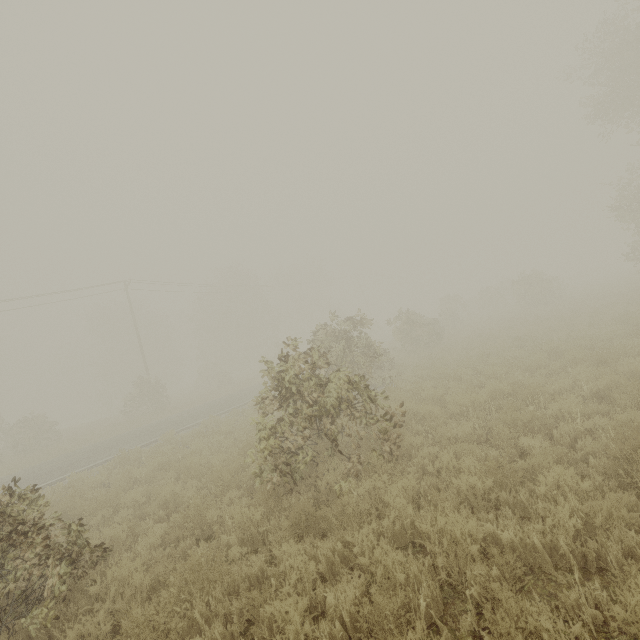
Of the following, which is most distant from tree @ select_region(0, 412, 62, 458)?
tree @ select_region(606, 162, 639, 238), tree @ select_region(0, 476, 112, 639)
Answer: tree @ select_region(0, 476, 112, 639)

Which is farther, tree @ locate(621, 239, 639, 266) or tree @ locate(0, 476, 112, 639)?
tree @ locate(621, 239, 639, 266)

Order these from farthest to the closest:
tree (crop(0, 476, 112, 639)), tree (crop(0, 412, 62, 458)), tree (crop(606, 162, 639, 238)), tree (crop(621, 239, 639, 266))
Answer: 1. tree (crop(0, 412, 62, 458))
2. tree (crop(621, 239, 639, 266))
3. tree (crop(606, 162, 639, 238))
4. tree (crop(0, 476, 112, 639))

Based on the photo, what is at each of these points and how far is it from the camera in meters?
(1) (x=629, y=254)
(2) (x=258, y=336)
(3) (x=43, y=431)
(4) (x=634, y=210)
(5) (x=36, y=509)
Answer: (1) tree, 22.1 m
(2) tree, 44.5 m
(3) tree, 24.1 m
(4) tree, 19.7 m
(5) tree, 5.0 m

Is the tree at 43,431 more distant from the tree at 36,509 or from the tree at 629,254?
the tree at 36,509

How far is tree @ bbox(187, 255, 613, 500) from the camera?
6.3 meters

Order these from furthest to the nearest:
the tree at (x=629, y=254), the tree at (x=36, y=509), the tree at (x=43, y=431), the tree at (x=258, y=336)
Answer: the tree at (x=43, y=431), the tree at (x=629, y=254), the tree at (x=258, y=336), the tree at (x=36, y=509)
